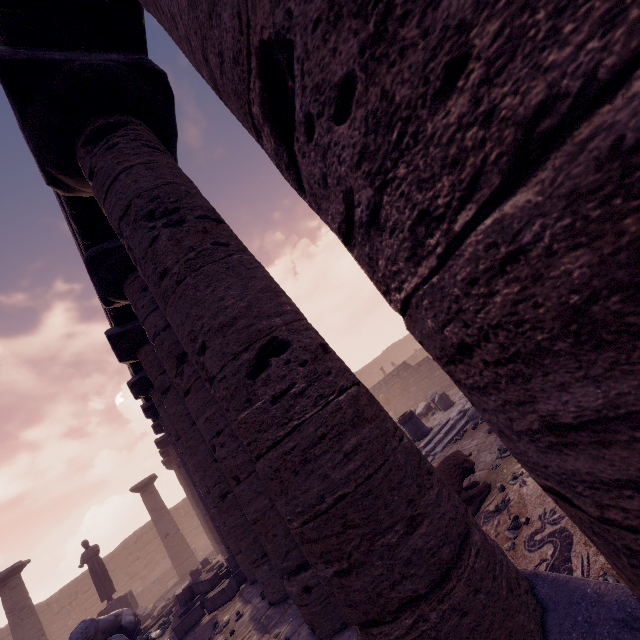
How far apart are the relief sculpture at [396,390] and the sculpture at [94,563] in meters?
17.1

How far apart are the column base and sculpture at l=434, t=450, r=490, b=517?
4.6m

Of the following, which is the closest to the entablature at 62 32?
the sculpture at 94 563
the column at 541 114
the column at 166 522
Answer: the column at 541 114

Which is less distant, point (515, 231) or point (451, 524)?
point (515, 231)

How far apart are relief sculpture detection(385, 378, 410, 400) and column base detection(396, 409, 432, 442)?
9.79m

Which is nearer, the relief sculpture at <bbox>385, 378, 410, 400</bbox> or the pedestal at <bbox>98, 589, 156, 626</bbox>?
the pedestal at <bbox>98, 589, 156, 626</bbox>

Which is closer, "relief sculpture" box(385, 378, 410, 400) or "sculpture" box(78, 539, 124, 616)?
"sculpture" box(78, 539, 124, 616)

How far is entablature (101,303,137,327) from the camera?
5.7m
